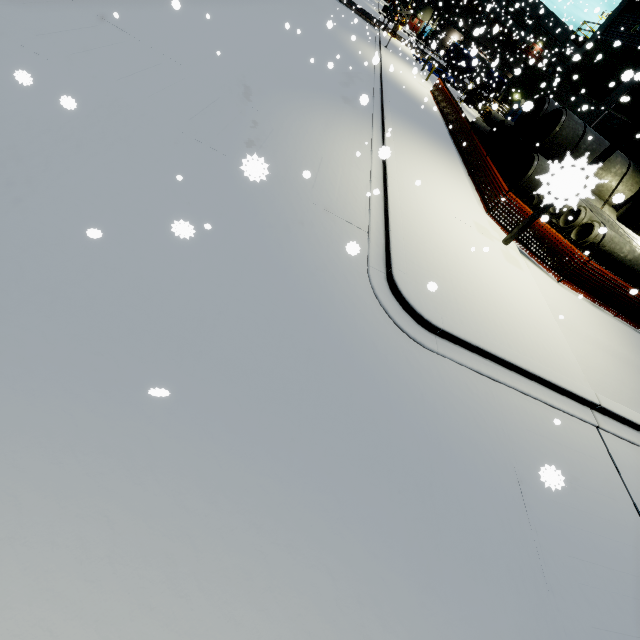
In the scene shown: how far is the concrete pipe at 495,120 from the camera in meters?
20.2

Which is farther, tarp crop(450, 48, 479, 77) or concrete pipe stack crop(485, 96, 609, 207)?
tarp crop(450, 48, 479, 77)

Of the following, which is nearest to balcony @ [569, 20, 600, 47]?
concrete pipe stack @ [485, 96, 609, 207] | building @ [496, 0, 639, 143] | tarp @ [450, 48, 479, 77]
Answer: building @ [496, 0, 639, 143]

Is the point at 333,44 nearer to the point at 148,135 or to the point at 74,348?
the point at 148,135

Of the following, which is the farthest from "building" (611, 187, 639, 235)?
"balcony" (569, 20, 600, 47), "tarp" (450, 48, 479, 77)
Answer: "tarp" (450, 48, 479, 77)

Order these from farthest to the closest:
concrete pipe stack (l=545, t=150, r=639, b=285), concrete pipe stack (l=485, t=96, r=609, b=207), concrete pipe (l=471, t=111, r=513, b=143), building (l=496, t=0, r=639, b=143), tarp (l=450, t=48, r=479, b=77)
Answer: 1. concrete pipe (l=471, t=111, r=513, b=143)
2. building (l=496, t=0, r=639, b=143)
3. tarp (l=450, t=48, r=479, b=77)
4. concrete pipe stack (l=545, t=150, r=639, b=285)
5. concrete pipe stack (l=485, t=96, r=609, b=207)

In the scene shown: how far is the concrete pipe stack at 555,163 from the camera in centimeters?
57cm
